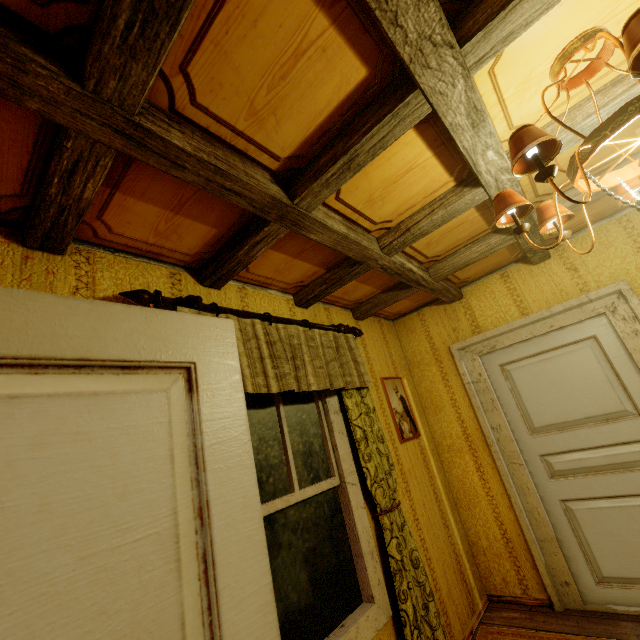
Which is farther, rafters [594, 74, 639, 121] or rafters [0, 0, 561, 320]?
rafters [594, 74, 639, 121]

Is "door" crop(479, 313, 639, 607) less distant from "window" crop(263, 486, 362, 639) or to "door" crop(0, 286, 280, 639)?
"window" crop(263, 486, 362, 639)

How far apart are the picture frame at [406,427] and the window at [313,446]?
0.9 meters

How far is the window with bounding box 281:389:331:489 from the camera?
2.2 meters

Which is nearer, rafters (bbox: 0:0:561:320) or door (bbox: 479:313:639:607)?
rafters (bbox: 0:0:561:320)

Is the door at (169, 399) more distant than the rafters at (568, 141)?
No

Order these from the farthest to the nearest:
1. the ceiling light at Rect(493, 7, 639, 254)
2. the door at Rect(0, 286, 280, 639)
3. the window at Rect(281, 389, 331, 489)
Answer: the window at Rect(281, 389, 331, 489) → the ceiling light at Rect(493, 7, 639, 254) → the door at Rect(0, 286, 280, 639)

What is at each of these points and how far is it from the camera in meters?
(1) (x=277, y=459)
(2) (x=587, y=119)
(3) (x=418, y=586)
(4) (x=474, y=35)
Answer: (1) window, 2.1
(2) rafters, 1.5
(3) curtain, 2.2
(4) rafters, 1.1
